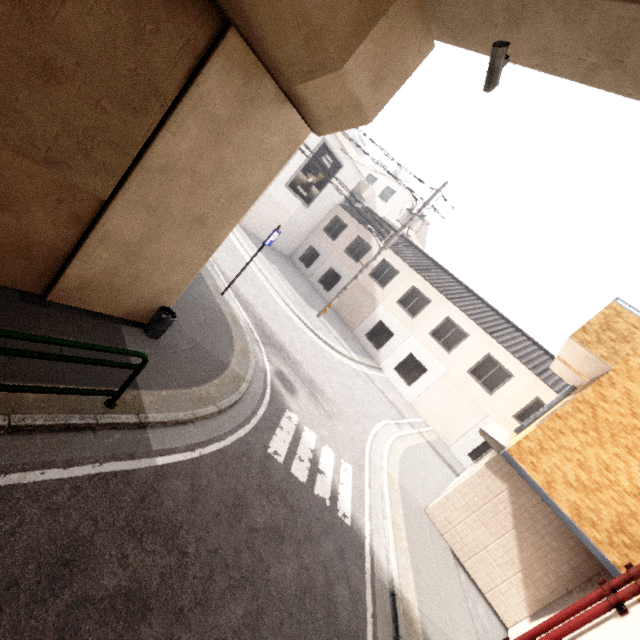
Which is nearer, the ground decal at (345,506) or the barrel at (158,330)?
the barrel at (158,330)

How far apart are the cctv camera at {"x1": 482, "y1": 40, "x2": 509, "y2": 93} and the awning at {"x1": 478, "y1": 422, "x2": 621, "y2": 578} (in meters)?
7.72

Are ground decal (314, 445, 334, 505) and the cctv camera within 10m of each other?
yes

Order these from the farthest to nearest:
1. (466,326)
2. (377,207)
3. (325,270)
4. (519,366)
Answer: (377,207), (325,270), (466,326), (519,366)

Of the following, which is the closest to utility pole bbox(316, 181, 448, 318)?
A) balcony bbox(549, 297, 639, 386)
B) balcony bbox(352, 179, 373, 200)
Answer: balcony bbox(549, 297, 639, 386)

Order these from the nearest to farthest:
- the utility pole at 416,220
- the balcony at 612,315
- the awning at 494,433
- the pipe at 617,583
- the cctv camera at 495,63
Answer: the cctv camera at 495,63 < the pipe at 617,583 < the awning at 494,433 < the balcony at 612,315 < the utility pole at 416,220

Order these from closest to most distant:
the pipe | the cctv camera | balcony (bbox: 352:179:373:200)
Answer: the cctv camera → the pipe → balcony (bbox: 352:179:373:200)

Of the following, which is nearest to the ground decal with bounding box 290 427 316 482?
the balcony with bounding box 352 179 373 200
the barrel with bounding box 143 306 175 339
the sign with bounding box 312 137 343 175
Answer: the barrel with bounding box 143 306 175 339
